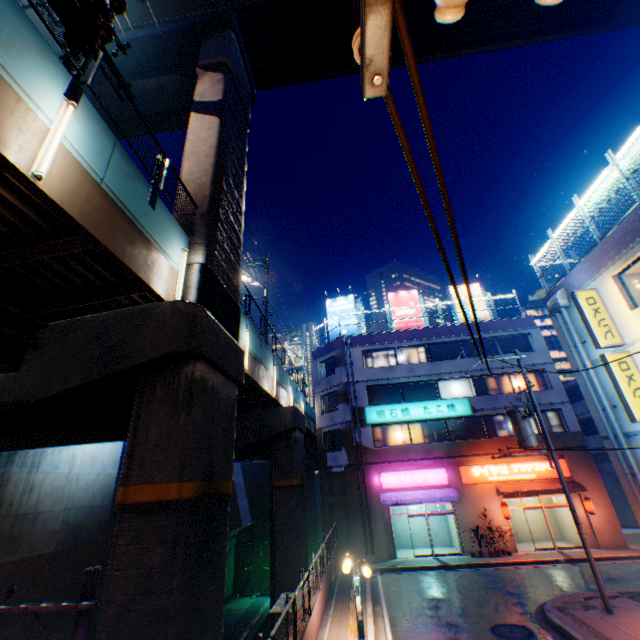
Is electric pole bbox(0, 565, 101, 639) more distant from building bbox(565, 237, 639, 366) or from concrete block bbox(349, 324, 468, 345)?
concrete block bbox(349, 324, 468, 345)

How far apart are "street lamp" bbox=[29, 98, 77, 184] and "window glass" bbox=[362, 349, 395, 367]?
23.7 meters

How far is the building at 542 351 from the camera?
24.7 meters

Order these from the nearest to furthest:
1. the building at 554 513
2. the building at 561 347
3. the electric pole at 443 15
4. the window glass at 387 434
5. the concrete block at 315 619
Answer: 1. the electric pole at 443 15
2. the concrete block at 315 619
3. the building at 561 347
4. the building at 554 513
5. the window glass at 387 434

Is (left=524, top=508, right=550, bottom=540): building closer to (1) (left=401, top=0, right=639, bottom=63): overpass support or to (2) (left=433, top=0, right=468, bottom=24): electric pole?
(1) (left=401, top=0, right=639, bottom=63): overpass support

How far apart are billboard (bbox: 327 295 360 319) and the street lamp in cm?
2473

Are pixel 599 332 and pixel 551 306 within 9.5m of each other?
yes

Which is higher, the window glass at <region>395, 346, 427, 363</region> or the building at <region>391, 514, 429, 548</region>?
the window glass at <region>395, 346, 427, 363</region>
